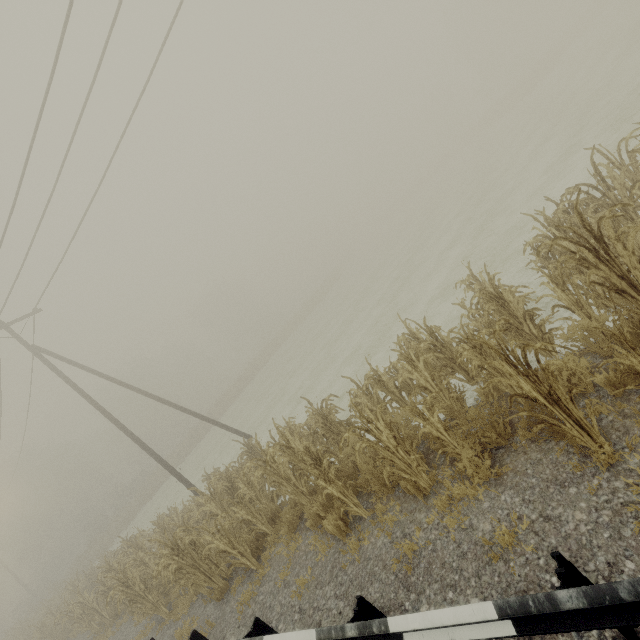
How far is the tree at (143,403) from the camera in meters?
38.1 m

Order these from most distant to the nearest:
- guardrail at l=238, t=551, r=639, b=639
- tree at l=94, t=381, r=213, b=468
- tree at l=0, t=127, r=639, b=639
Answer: tree at l=94, t=381, r=213, b=468 → tree at l=0, t=127, r=639, b=639 → guardrail at l=238, t=551, r=639, b=639

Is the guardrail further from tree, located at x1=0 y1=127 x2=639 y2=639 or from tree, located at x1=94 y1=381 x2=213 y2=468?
tree, located at x1=94 y1=381 x2=213 y2=468

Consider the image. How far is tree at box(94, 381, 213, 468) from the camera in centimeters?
3809cm

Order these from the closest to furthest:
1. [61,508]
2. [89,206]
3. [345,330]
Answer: [89,206]
[345,330]
[61,508]

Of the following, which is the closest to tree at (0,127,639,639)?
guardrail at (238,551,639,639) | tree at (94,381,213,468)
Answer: guardrail at (238,551,639,639)

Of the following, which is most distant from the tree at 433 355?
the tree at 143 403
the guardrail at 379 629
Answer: the tree at 143 403

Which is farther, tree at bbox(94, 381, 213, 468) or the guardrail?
tree at bbox(94, 381, 213, 468)
